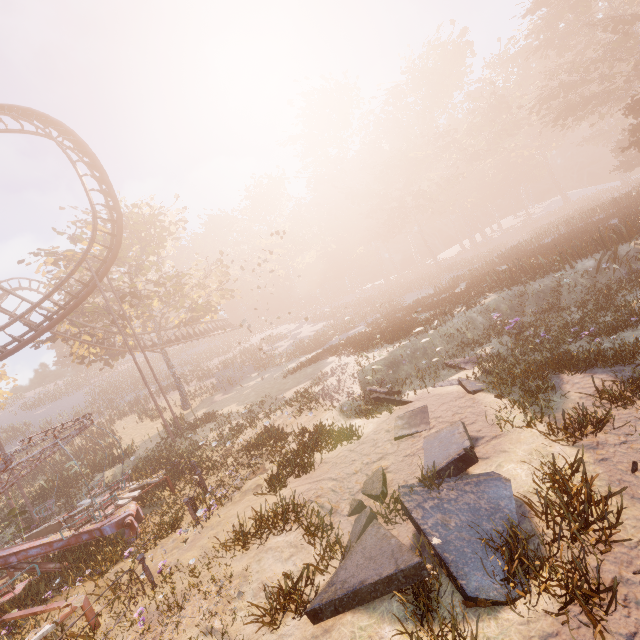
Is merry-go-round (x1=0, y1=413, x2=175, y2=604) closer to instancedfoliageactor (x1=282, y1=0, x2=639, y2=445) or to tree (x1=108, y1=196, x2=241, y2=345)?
instancedfoliageactor (x1=282, y1=0, x2=639, y2=445)

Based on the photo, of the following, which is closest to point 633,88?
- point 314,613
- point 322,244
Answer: point 322,244

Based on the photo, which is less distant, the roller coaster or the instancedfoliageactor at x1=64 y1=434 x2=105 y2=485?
the roller coaster

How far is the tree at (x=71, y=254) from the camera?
24.8m

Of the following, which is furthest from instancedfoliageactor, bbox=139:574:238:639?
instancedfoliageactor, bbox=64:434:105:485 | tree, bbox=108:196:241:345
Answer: instancedfoliageactor, bbox=64:434:105:485

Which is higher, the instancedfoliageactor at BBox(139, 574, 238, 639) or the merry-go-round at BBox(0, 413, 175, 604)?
the merry-go-round at BBox(0, 413, 175, 604)

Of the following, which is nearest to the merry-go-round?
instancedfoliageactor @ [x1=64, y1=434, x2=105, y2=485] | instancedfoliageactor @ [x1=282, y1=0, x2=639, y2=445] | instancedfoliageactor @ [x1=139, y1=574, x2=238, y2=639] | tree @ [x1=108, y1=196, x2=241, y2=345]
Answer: instancedfoliageactor @ [x1=139, y1=574, x2=238, y2=639]

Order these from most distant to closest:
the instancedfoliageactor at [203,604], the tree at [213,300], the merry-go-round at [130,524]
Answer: the tree at [213,300]
the merry-go-round at [130,524]
the instancedfoliageactor at [203,604]
